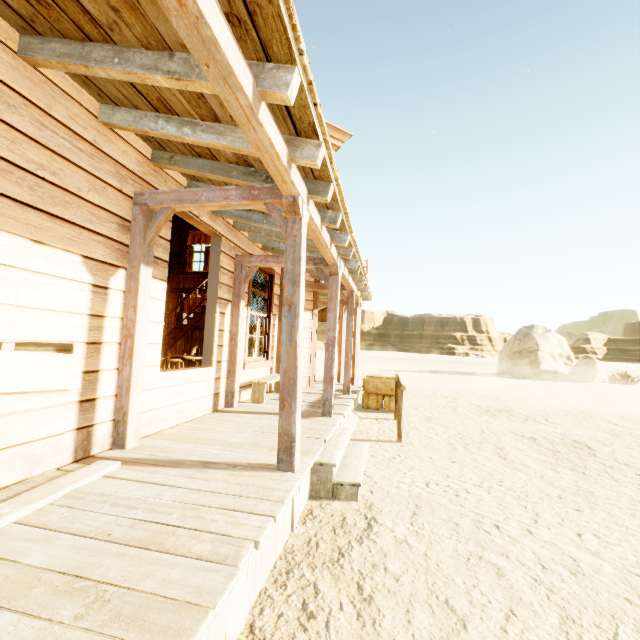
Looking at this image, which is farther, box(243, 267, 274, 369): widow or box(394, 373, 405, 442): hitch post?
box(243, 267, 274, 369): widow

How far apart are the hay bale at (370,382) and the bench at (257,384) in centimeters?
201cm

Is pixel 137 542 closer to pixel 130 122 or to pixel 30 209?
pixel 30 209

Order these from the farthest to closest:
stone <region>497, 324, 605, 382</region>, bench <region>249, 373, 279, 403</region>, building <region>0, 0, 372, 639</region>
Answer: stone <region>497, 324, 605, 382</region> < bench <region>249, 373, 279, 403</region> < building <region>0, 0, 372, 639</region>

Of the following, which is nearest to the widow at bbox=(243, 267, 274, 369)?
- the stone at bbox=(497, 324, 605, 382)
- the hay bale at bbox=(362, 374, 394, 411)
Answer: the hay bale at bbox=(362, 374, 394, 411)

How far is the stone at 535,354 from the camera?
20.8 meters

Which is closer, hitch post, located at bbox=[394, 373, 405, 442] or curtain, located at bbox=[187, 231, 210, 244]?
hitch post, located at bbox=[394, 373, 405, 442]

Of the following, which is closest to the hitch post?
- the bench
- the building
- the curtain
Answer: the building
